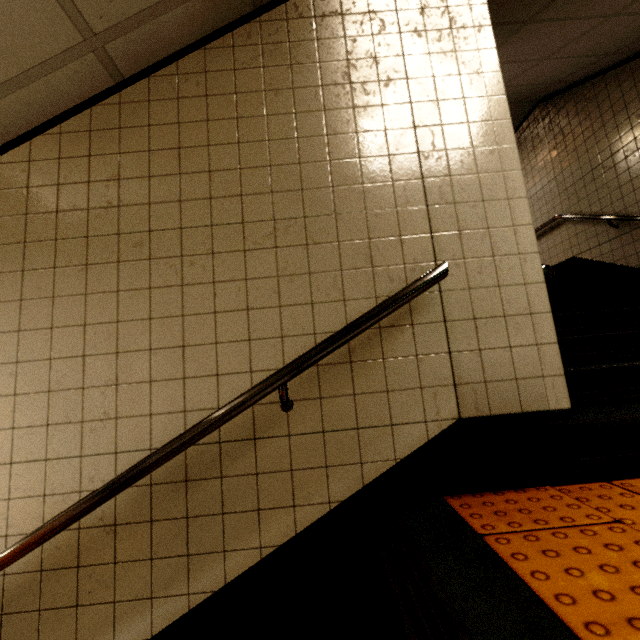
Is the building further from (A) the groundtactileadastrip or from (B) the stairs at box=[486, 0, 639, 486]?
(A) the groundtactileadastrip

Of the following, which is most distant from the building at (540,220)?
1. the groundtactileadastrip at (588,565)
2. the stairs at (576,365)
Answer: the groundtactileadastrip at (588,565)

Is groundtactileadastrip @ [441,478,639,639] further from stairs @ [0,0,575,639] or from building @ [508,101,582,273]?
building @ [508,101,582,273]

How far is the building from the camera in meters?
4.9 m

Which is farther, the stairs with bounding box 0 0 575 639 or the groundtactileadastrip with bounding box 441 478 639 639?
the stairs with bounding box 0 0 575 639

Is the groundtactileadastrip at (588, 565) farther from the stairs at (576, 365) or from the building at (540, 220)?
the building at (540, 220)

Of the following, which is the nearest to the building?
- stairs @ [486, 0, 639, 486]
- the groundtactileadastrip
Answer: stairs @ [486, 0, 639, 486]

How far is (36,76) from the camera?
1.5m
